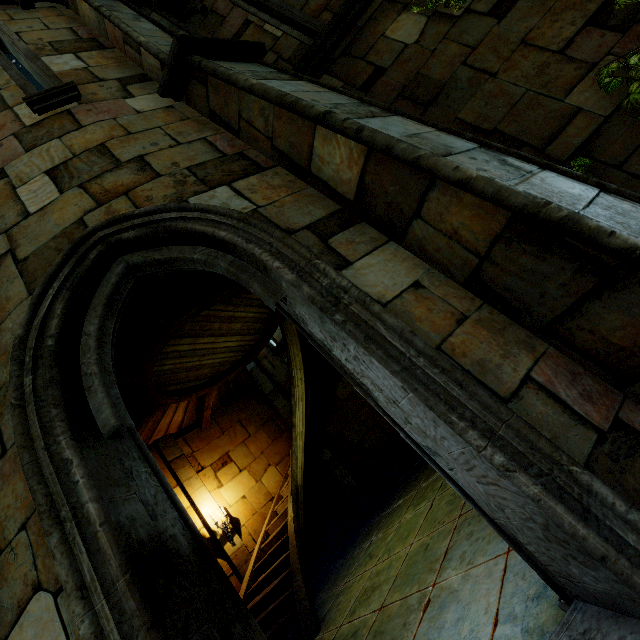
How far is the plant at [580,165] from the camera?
3.0 meters

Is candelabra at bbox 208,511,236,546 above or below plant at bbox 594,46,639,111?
above

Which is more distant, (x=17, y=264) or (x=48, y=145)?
(x=48, y=145)

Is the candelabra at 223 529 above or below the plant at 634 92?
above

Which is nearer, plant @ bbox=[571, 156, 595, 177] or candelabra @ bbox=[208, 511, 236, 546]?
plant @ bbox=[571, 156, 595, 177]

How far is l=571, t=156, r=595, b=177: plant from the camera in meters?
3.0
